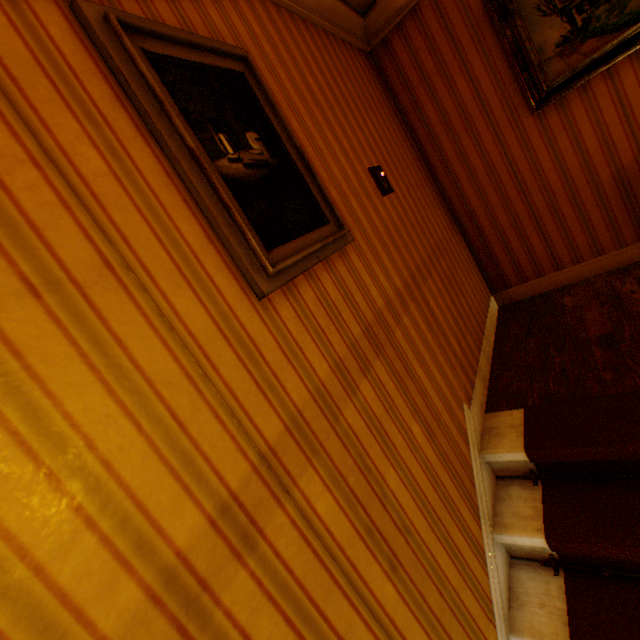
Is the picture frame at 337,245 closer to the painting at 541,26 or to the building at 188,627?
the building at 188,627

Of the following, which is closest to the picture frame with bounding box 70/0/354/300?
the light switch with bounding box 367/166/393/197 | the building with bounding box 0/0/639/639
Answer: the building with bounding box 0/0/639/639

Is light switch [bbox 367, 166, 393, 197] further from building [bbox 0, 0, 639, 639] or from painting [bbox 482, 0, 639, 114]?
painting [bbox 482, 0, 639, 114]

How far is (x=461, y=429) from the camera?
1.92m

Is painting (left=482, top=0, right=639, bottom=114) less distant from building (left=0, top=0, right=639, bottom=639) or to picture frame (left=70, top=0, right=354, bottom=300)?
building (left=0, top=0, right=639, bottom=639)

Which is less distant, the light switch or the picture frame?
the picture frame

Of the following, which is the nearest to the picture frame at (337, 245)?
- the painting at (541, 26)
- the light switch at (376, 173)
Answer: the light switch at (376, 173)
